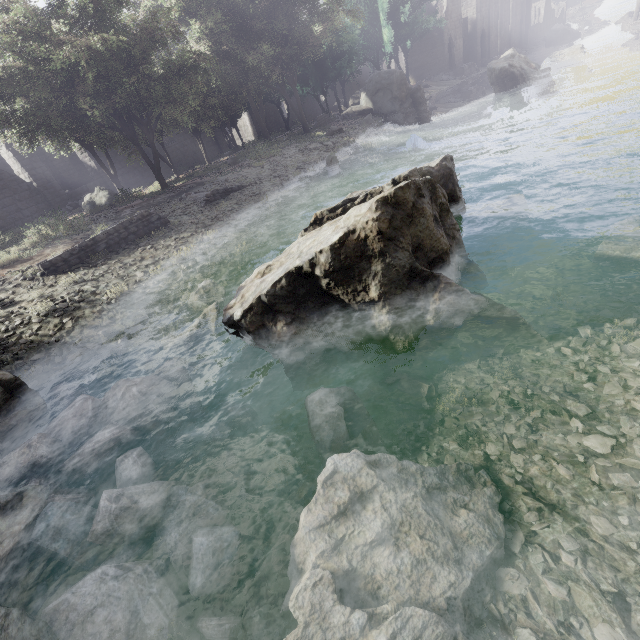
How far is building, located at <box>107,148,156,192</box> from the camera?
26.7m

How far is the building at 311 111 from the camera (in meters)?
45.62

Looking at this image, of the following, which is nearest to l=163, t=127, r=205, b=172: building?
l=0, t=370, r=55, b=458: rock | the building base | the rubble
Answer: the building base

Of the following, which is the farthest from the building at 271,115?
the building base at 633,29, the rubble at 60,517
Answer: the rubble at 60,517

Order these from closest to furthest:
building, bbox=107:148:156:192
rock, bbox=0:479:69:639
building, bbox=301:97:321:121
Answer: rock, bbox=0:479:69:639, building, bbox=107:148:156:192, building, bbox=301:97:321:121

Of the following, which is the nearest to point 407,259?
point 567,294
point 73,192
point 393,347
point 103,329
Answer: point 393,347

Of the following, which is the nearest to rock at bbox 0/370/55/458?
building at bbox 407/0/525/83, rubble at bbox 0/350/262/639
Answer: rubble at bbox 0/350/262/639
